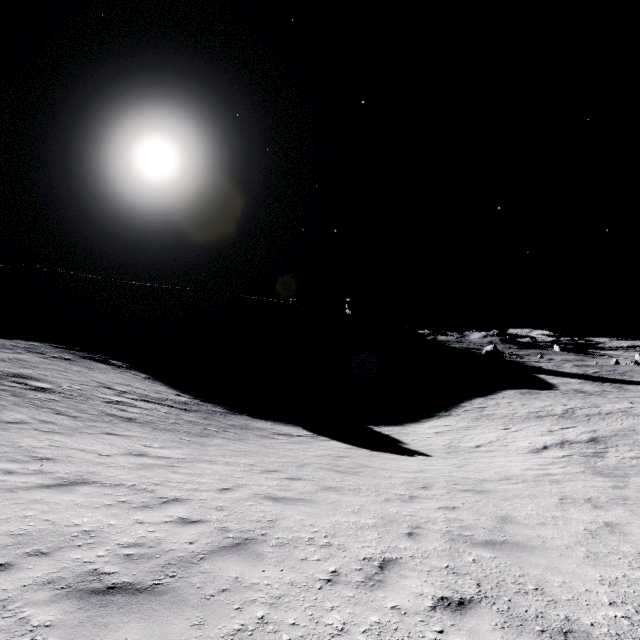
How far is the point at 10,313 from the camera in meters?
55.0

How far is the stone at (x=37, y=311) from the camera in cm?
5512

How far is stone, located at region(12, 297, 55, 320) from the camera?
55.1 meters
